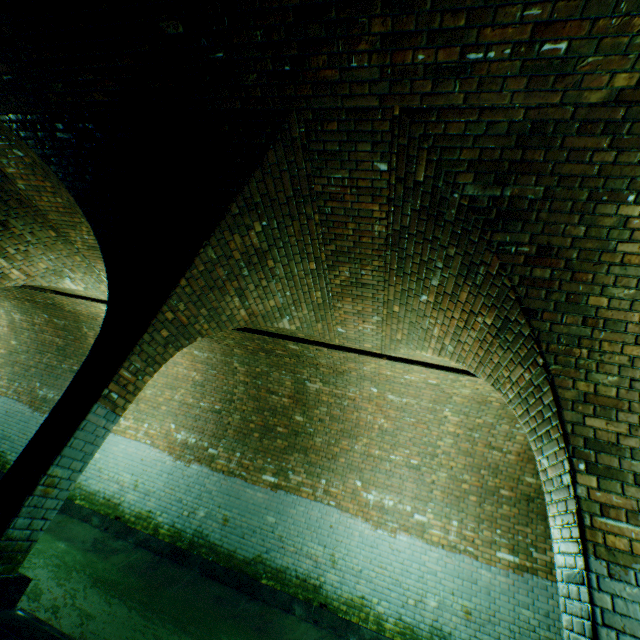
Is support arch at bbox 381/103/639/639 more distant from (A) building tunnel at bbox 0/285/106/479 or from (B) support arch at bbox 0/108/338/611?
(B) support arch at bbox 0/108/338/611

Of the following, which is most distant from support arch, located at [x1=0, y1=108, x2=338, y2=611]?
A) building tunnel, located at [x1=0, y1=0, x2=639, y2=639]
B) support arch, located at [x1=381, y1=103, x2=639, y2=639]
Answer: support arch, located at [x1=381, y1=103, x2=639, y2=639]

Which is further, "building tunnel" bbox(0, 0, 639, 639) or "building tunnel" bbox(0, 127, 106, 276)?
"building tunnel" bbox(0, 127, 106, 276)

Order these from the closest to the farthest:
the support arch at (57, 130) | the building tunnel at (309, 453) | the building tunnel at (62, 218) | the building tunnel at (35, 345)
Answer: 1. the building tunnel at (309, 453)
2. the support arch at (57, 130)
3. the building tunnel at (62, 218)
4. the building tunnel at (35, 345)

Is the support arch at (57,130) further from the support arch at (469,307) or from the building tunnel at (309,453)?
the support arch at (469,307)

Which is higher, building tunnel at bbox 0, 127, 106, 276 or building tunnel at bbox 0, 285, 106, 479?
building tunnel at bbox 0, 127, 106, 276

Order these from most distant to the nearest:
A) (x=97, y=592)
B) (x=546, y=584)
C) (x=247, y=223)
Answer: (x=546, y=584) < (x=97, y=592) < (x=247, y=223)
